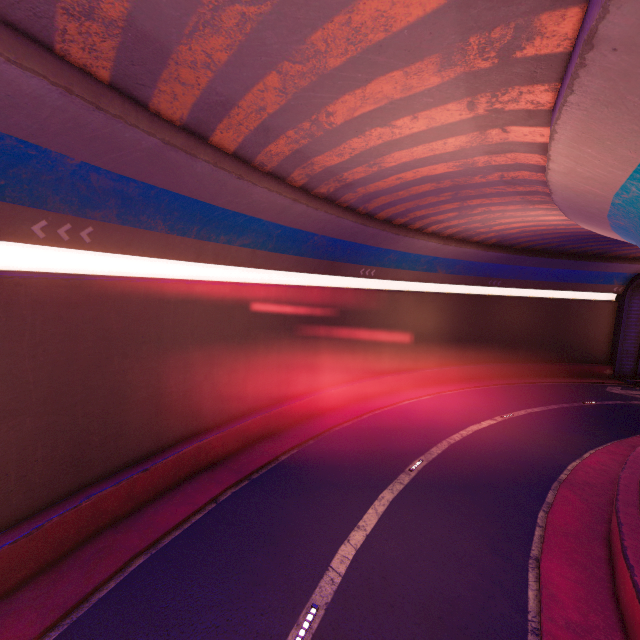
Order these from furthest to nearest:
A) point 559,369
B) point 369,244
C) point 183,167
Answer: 1. point 559,369
2. point 369,244
3. point 183,167
